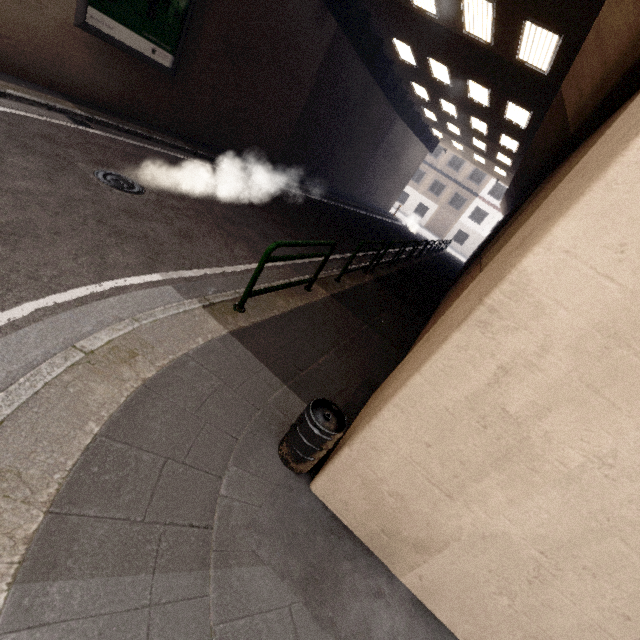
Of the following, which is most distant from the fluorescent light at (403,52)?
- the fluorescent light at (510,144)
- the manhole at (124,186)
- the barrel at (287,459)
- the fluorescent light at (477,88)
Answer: the barrel at (287,459)

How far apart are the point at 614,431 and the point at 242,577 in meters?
2.4 m

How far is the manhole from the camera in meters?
5.4

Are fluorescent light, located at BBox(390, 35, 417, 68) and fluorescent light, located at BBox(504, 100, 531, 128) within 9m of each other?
yes

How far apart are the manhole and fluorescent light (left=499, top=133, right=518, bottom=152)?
17.4m

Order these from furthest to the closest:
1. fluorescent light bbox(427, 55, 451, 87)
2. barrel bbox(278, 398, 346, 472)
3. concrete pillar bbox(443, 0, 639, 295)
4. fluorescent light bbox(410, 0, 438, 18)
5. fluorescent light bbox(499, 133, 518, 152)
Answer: fluorescent light bbox(499, 133, 518, 152)
fluorescent light bbox(427, 55, 451, 87)
fluorescent light bbox(410, 0, 438, 18)
concrete pillar bbox(443, 0, 639, 295)
barrel bbox(278, 398, 346, 472)

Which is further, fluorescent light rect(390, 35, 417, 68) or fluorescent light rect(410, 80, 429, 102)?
fluorescent light rect(410, 80, 429, 102)

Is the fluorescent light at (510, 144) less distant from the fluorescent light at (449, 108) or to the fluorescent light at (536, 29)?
the fluorescent light at (449, 108)
